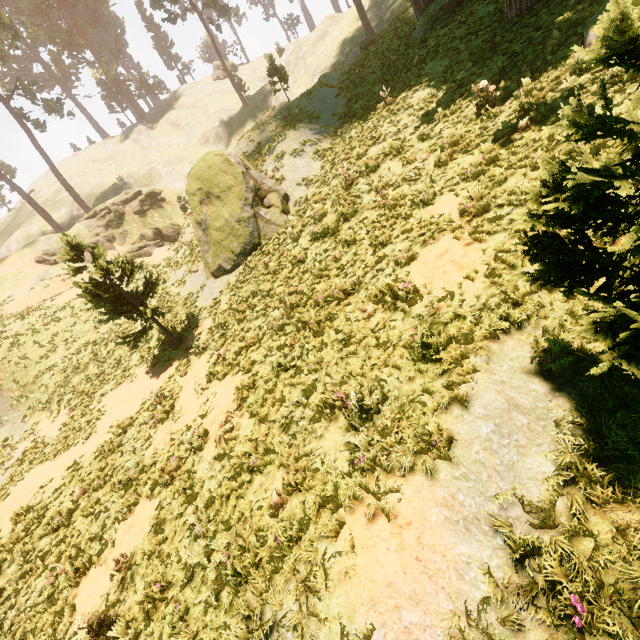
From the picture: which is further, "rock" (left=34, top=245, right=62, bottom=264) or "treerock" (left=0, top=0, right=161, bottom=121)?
"treerock" (left=0, top=0, right=161, bottom=121)

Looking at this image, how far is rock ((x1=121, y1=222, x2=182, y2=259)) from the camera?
31.8m

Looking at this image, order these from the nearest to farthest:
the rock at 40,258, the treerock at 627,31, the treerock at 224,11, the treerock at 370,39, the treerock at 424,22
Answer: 1. the treerock at 627,31
2. the treerock at 424,22
3. the treerock at 370,39
4. the rock at 40,258
5. the treerock at 224,11

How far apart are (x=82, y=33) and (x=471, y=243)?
85.2 meters

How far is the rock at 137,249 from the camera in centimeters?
3178cm

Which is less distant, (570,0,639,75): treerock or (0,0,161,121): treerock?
(570,0,639,75): treerock

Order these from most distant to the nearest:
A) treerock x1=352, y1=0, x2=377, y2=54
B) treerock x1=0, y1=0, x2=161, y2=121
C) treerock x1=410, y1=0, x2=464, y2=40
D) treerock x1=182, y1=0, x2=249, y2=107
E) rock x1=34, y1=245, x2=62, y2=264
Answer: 1. treerock x1=182, y1=0, x2=249, y2=107
2. treerock x1=0, y1=0, x2=161, y2=121
3. rock x1=34, y1=245, x2=62, y2=264
4. treerock x1=352, y1=0, x2=377, y2=54
5. treerock x1=410, y1=0, x2=464, y2=40
